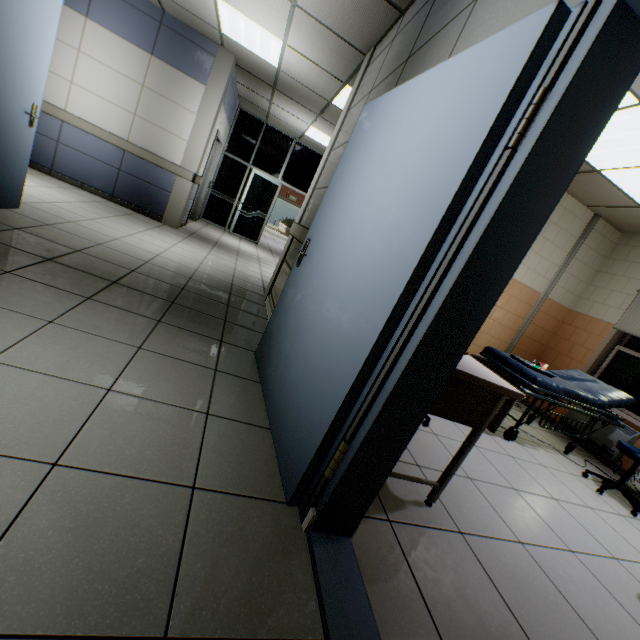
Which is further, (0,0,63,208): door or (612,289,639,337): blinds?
(612,289,639,337): blinds

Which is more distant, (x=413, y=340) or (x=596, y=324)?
(x=596, y=324)

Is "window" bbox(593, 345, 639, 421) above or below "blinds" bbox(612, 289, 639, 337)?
below

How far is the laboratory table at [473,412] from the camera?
1.6 meters

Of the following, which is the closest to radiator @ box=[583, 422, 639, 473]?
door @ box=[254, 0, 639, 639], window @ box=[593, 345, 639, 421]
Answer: window @ box=[593, 345, 639, 421]

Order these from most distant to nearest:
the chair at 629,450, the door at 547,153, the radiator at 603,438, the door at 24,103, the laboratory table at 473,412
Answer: the radiator at 603,438 < the chair at 629,450 < the door at 24,103 < the laboratory table at 473,412 < the door at 547,153

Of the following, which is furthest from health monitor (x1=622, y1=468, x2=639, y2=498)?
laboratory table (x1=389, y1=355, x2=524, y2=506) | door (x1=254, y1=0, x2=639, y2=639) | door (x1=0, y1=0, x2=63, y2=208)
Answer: door (x1=0, y1=0, x2=63, y2=208)

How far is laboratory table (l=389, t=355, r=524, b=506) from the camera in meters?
1.6 m
